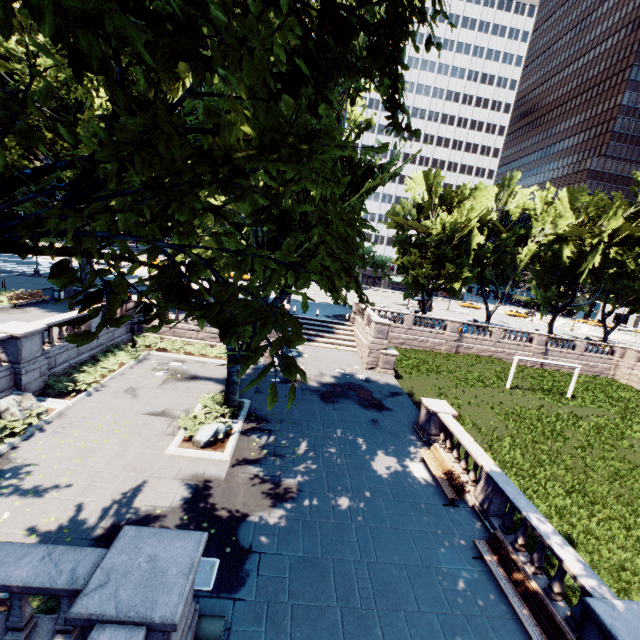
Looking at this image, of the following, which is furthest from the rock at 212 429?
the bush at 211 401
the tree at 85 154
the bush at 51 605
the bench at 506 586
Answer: the bench at 506 586

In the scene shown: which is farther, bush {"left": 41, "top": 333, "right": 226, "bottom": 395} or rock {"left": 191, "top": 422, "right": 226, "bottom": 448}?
bush {"left": 41, "top": 333, "right": 226, "bottom": 395}

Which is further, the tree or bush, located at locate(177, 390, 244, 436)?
bush, located at locate(177, 390, 244, 436)

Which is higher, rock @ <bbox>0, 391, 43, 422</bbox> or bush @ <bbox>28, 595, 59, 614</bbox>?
rock @ <bbox>0, 391, 43, 422</bbox>

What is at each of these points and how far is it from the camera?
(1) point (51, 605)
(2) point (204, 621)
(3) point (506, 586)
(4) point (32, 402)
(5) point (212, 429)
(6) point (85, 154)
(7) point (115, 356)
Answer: (1) bush, 6.6m
(2) garbage can, 6.2m
(3) bench, 8.6m
(4) rock, 13.1m
(5) rock, 13.1m
(6) tree, 22.2m
(7) bush, 19.2m

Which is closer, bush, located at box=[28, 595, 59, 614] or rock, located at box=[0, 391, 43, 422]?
bush, located at box=[28, 595, 59, 614]

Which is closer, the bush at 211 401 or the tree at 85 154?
the tree at 85 154

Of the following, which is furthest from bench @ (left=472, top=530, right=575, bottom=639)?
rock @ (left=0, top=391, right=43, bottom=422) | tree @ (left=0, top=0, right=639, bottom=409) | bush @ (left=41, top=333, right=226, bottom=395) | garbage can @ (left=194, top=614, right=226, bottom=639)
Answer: rock @ (left=0, top=391, right=43, bottom=422)
